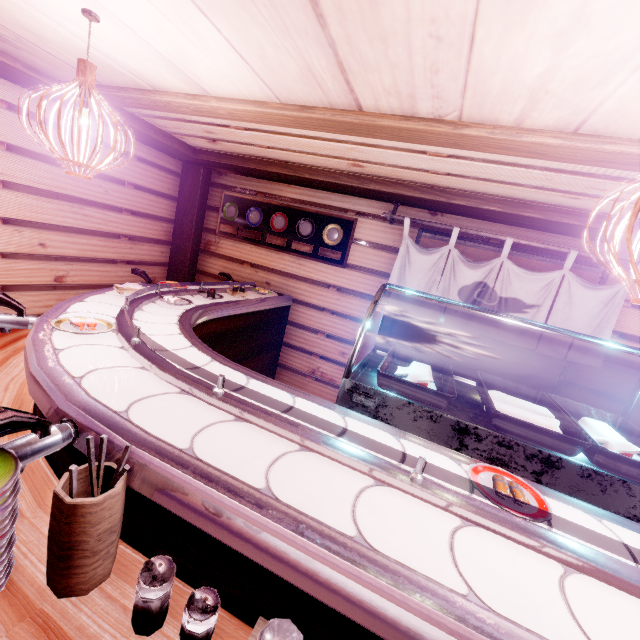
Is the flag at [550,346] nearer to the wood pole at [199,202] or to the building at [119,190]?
the building at [119,190]

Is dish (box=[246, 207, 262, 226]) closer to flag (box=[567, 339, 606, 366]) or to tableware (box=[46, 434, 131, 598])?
flag (box=[567, 339, 606, 366])

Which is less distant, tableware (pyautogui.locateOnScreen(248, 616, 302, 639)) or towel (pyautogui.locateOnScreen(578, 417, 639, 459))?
tableware (pyautogui.locateOnScreen(248, 616, 302, 639))

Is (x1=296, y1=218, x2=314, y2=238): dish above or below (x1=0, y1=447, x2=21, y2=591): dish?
above

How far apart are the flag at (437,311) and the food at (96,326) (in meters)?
5.11

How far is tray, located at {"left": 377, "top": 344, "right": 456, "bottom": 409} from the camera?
2.7m

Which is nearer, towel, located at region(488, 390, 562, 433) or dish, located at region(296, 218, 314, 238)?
towel, located at region(488, 390, 562, 433)

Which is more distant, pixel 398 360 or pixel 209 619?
pixel 398 360
